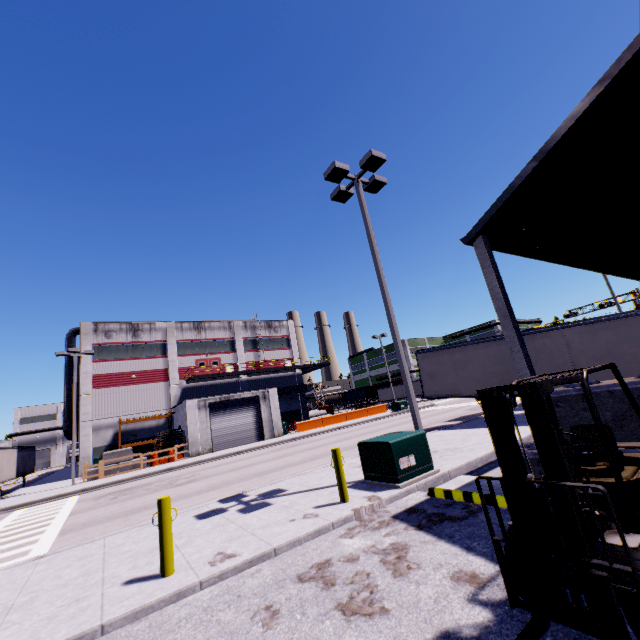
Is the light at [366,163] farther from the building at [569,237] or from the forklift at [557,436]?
the forklift at [557,436]

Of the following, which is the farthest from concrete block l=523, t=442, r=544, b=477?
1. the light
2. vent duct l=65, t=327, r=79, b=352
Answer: vent duct l=65, t=327, r=79, b=352

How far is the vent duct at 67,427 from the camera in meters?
33.9

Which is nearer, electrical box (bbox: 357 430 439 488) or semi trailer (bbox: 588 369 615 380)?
electrical box (bbox: 357 430 439 488)

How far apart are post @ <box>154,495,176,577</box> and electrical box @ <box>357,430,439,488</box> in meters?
4.7 m

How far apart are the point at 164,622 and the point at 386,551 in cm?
323

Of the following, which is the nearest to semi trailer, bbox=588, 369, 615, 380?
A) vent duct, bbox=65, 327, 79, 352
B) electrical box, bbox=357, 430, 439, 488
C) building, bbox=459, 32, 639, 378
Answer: building, bbox=459, 32, 639, 378

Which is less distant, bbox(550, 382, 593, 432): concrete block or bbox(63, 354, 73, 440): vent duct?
bbox(550, 382, 593, 432): concrete block
